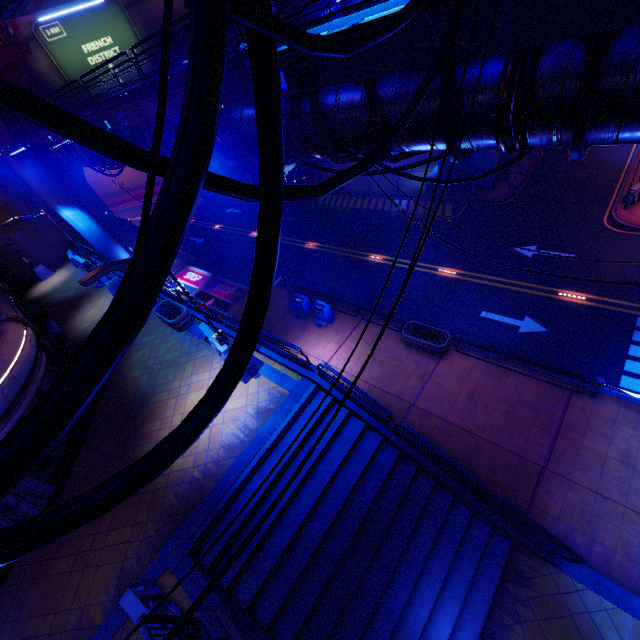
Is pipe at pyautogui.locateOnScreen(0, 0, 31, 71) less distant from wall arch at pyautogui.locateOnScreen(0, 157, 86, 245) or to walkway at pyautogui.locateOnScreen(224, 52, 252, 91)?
wall arch at pyautogui.locateOnScreen(0, 157, 86, 245)

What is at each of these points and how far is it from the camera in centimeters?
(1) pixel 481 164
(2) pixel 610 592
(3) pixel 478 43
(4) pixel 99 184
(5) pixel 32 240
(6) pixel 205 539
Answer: (1) pillar, 2291cm
(2) beam, 875cm
(3) walkway, 464cm
(4) tunnel, 5094cm
(5) building, 2641cm
(6) stair, 917cm

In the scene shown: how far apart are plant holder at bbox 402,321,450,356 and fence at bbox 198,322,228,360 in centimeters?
793cm

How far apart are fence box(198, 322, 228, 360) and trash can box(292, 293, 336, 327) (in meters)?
6.23

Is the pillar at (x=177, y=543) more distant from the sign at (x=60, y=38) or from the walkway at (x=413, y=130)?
the sign at (x=60, y=38)

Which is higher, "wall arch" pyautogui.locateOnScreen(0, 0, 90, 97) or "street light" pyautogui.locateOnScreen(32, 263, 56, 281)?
"wall arch" pyautogui.locateOnScreen(0, 0, 90, 97)

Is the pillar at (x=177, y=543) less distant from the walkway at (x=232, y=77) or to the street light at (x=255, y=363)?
the street light at (x=255, y=363)

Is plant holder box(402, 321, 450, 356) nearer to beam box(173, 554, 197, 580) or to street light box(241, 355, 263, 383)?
street light box(241, 355, 263, 383)
